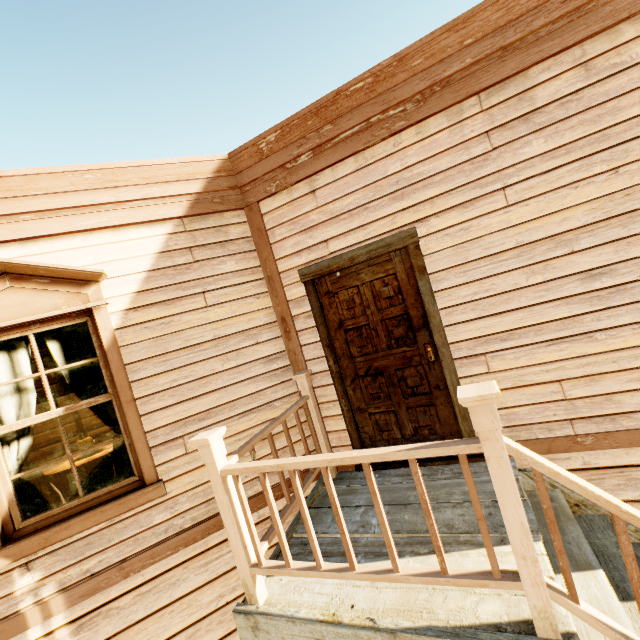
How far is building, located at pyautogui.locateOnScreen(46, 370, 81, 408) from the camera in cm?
520

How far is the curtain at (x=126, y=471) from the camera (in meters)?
3.06

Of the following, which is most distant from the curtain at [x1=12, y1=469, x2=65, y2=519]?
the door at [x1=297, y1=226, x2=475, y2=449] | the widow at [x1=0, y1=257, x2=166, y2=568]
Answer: the door at [x1=297, y1=226, x2=475, y2=449]

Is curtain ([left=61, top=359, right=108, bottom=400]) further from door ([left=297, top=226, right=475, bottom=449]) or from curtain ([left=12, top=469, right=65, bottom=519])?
door ([left=297, top=226, right=475, bottom=449])

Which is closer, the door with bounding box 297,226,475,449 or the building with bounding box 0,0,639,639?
the building with bounding box 0,0,639,639

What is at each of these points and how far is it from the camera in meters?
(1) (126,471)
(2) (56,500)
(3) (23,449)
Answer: (1) curtain, 3.1
(2) curtain, 2.9
(3) curtain, 2.8

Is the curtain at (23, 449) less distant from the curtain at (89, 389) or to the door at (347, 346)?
the curtain at (89, 389)
